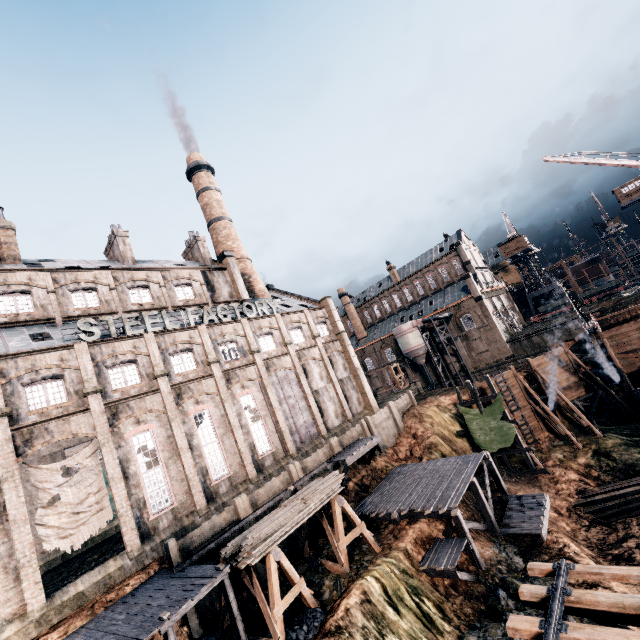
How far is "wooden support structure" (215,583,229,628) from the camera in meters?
16.8 m

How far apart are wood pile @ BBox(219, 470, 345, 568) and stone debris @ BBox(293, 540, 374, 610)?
3.5m

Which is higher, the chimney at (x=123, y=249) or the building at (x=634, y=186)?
the chimney at (x=123, y=249)

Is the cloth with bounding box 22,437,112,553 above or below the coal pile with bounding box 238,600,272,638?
above

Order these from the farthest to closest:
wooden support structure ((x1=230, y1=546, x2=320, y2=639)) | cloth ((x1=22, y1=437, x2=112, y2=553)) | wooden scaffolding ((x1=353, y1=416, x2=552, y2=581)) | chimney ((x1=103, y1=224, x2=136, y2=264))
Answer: chimney ((x1=103, y1=224, x2=136, y2=264)) < wooden scaffolding ((x1=353, y1=416, x2=552, y2=581)) < cloth ((x1=22, y1=437, x2=112, y2=553)) < wooden support structure ((x1=230, y1=546, x2=320, y2=639))

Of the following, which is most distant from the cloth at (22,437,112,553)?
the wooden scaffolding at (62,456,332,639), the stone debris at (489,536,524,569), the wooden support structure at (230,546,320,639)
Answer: the stone debris at (489,536,524,569)

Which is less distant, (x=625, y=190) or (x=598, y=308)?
(x=598, y=308)

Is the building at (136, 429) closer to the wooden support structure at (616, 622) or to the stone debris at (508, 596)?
the stone debris at (508, 596)
